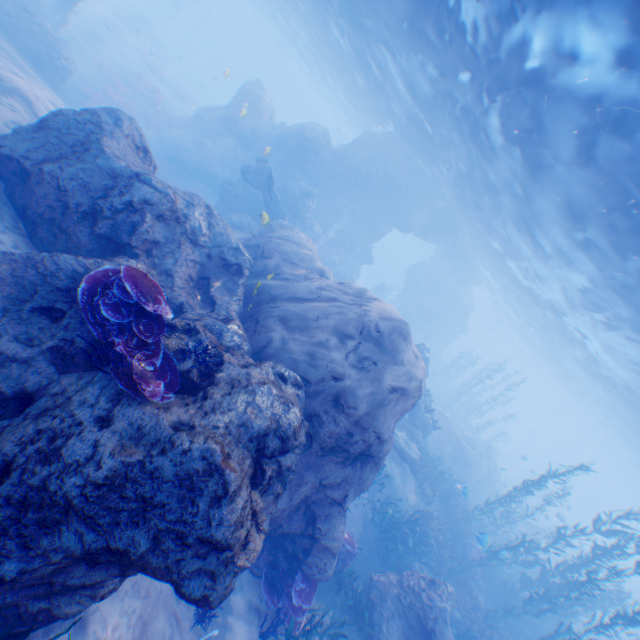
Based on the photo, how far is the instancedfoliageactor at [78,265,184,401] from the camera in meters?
4.2 m

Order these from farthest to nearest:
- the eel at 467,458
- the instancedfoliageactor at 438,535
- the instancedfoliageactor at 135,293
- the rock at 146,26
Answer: the rock at 146,26
the eel at 467,458
the instancedfoliageactor at 438,535
the instancedfoliageactor at 135,293

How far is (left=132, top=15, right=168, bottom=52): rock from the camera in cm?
3694

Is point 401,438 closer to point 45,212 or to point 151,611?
point 151,611

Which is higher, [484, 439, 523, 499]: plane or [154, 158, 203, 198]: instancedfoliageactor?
[484, 439, 523, 499]: plane

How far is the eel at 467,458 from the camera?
21.5m

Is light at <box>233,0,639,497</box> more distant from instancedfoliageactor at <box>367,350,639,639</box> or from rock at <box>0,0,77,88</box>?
instancedfoliageactor at <box>367,350,639,639</box>

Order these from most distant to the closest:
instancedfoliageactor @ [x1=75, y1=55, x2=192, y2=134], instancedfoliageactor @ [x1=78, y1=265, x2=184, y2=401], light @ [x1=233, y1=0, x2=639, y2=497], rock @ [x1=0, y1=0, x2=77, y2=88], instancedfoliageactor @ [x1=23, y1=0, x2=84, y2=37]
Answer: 1. instancedfoliageactor @ [x1=75, y1=55, x2=192, y2=134]
2. instancedfoliageactor @ [x1=23, y1=0, x2=84, y2=37]
3. rock @ [x1=0, y1=0, x2=77, y2=88]
4. light @ [x1=233, y1=0, x2=639, y2=497]
5. instancedfoliageactor @ [x1=78, y1=265, x2=184, y2=401]
